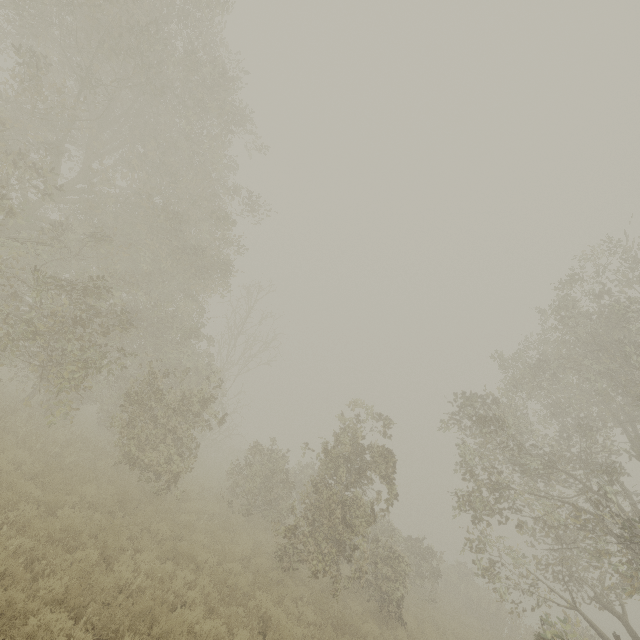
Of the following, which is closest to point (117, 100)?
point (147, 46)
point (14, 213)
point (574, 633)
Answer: point (147, 46)
